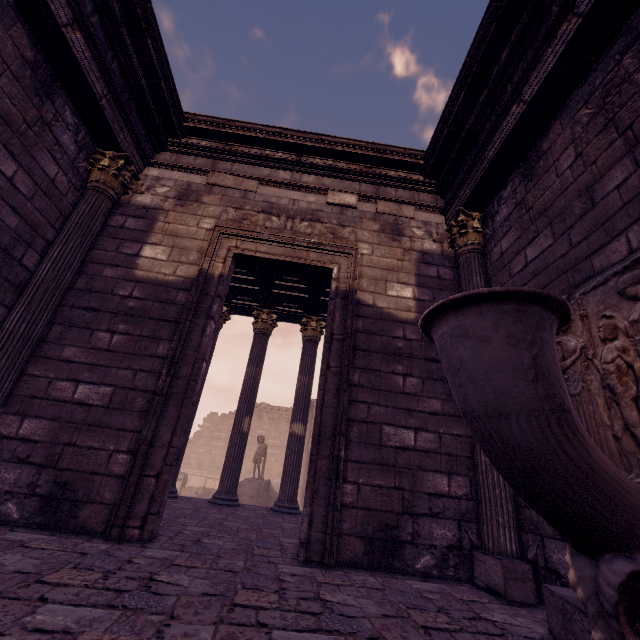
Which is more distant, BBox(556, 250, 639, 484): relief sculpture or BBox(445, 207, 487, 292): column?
BBox(445, 207, 487, 292): column

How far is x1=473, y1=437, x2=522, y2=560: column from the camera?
3.3m

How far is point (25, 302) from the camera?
3.9 meters

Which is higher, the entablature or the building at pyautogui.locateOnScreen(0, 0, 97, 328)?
the entablature

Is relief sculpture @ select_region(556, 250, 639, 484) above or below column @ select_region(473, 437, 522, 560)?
above

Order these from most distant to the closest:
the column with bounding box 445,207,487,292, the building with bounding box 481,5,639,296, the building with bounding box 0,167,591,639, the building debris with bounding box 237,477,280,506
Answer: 1. the building debris with bounding box 237,477,280,506
2. the column with bounding box 445,207,487,292
3. the building with bounding box 481,5,639,296
4. the building with bounding box 0,167,591,639

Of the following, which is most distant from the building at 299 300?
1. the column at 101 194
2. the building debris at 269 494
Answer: the building debris at 269 494

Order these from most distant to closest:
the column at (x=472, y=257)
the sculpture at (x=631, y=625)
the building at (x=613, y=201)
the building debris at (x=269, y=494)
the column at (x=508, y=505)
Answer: the building debris at (x=269, y=494) < the column at (x=472, y=257) < the column at (x=508, y=505) < the building at (x=613, y=201) < the sculpture at (x=631, y=625)
